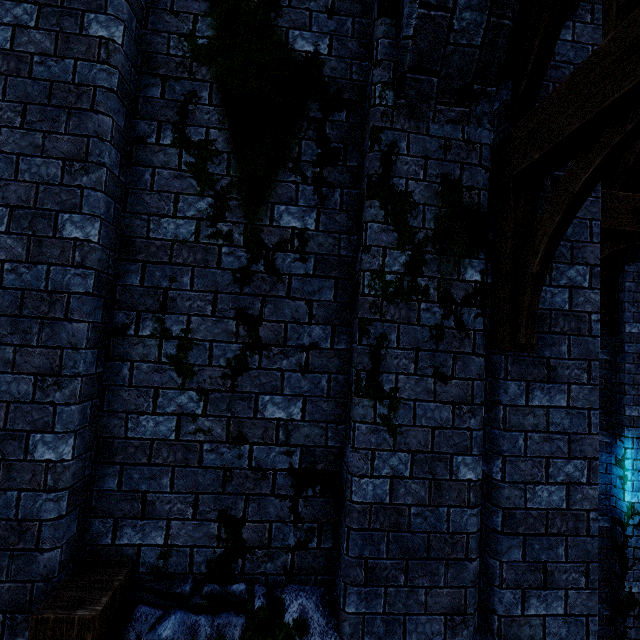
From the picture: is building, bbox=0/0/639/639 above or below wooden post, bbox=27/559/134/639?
above

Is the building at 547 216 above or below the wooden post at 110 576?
above

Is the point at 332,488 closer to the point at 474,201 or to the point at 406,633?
the point at 406,633
